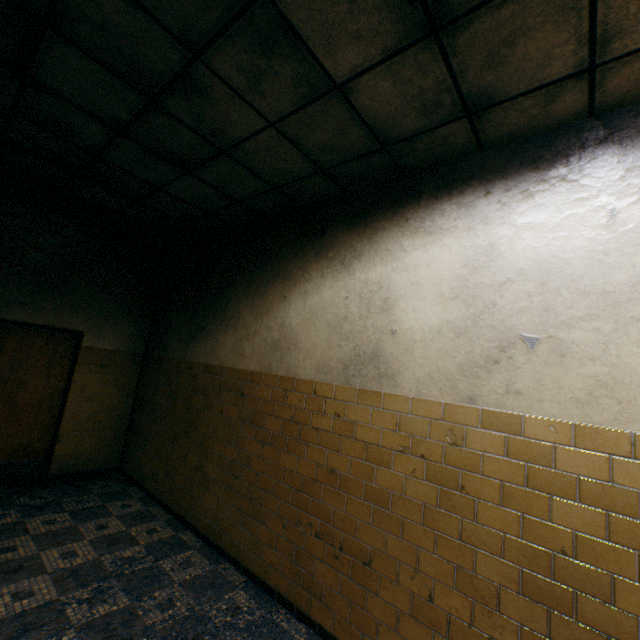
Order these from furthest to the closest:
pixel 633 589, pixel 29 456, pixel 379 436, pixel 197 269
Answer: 1. pixel 197 269
2. pixel 29 456
3. pixel 379 436
4. pixel 633 589
